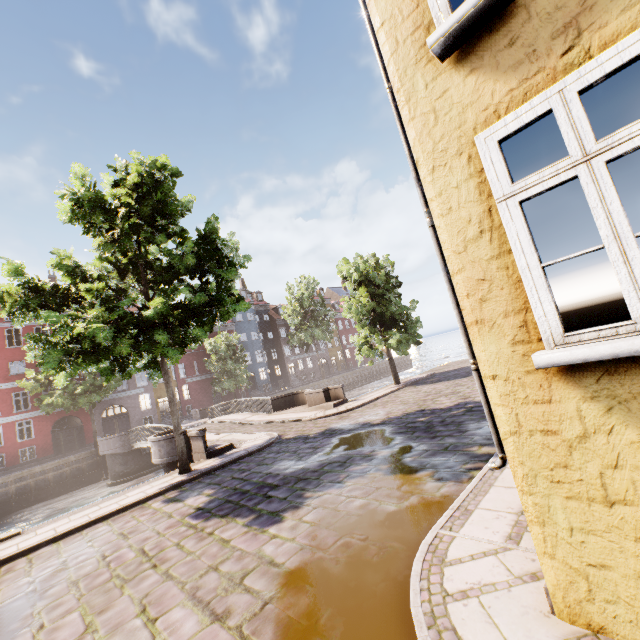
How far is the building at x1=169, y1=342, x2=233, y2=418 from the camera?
38.9 meters

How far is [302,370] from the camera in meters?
52.6

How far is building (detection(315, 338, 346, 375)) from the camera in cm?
5638

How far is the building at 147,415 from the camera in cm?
3334

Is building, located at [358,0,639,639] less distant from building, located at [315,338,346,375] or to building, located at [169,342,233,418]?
building, located at [169,342,233,418]
